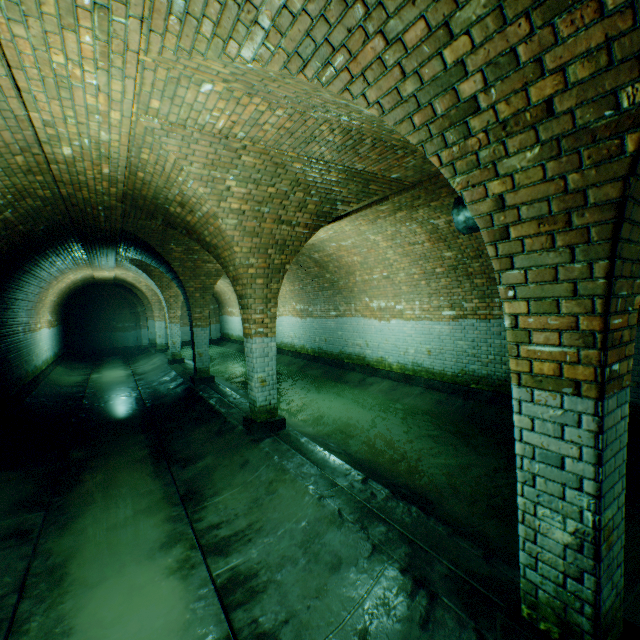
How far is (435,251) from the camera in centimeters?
775cm

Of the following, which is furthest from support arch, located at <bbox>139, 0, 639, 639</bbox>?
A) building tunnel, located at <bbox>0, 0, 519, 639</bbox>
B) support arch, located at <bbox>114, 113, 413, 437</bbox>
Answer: support arch, located at <bbox>114, 113, 413, 437</bbox>

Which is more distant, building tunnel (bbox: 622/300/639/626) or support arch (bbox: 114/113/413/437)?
support arch (bbox: 114/113/413/437)

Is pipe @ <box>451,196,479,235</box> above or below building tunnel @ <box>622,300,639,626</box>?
above

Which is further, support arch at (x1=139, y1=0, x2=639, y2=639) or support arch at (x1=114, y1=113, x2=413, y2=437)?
support arch at (x1=114, y1=113, x2=413, y2=437)

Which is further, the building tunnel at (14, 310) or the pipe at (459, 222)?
the pipe at (459, 222)

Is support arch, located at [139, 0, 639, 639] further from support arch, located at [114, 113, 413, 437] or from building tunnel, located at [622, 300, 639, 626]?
support arch, located at [114, 113, 413, 437]

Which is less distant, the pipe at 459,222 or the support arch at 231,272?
the support arch at 231,272
